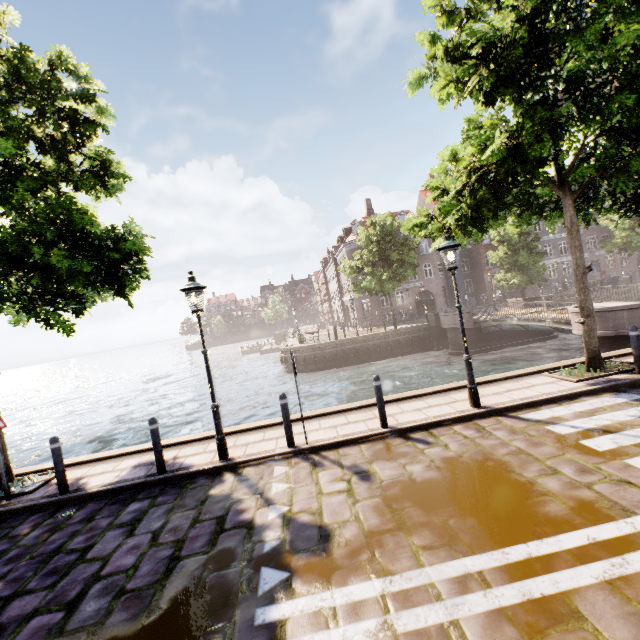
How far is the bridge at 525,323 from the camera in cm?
1628

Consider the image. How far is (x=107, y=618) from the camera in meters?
3.3

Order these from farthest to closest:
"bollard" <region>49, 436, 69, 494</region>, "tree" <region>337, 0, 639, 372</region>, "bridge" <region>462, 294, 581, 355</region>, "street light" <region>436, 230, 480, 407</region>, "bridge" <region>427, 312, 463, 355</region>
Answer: "bridge" <region>427, 312, 463, 355</region> → "bridge" <region>462, 294, 581, 355</region> → "street light" <region>436, 230, 480, 407</region> → "bollard" <region>49, 436, 69, 494</region> → "tree" <region>337, 0, 639, 372</region>

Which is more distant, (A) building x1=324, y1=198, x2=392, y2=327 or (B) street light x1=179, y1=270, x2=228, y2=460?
(A) building x1=324, y1=198, x2=392, y2=327

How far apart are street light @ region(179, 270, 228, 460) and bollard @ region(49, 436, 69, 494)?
2.73m

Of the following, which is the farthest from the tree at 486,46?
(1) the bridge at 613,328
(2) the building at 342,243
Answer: (2) the building at 342,243

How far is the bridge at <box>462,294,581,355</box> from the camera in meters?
16.3

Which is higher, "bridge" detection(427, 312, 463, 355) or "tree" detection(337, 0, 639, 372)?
"tree" detection(337, 0, 639, 372)
